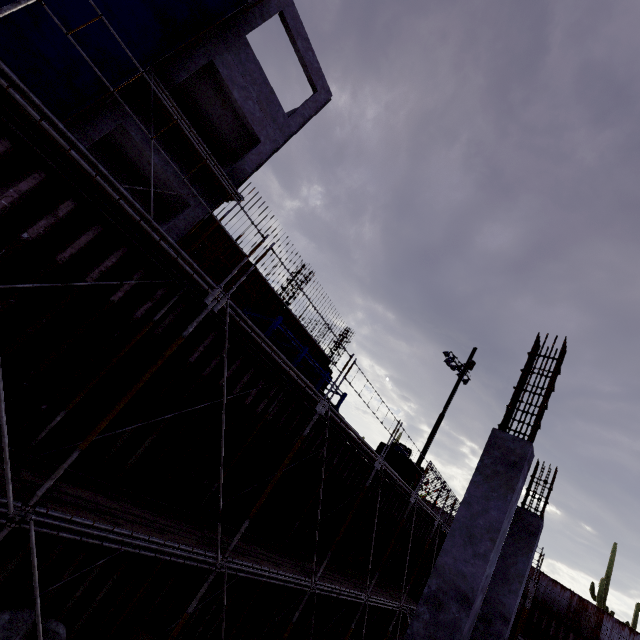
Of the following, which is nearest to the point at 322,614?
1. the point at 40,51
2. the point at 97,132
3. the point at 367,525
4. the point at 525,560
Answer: the point at 367,525

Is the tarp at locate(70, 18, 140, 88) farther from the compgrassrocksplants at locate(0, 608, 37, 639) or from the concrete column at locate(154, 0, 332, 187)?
the compgrassrocksplants at locate(0, 608, 37, 639)

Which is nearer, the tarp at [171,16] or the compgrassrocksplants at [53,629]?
the compgrassrocksplants at [53,629]

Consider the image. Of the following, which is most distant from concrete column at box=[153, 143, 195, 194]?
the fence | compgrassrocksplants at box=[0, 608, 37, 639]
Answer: the fence

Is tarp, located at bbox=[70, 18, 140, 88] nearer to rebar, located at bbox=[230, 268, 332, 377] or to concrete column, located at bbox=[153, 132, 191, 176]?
concrete column, located at bbox=[153, 132, 191, 176]

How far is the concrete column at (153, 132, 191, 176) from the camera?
10.3 meters

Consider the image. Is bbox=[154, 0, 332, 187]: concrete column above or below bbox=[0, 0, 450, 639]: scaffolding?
above

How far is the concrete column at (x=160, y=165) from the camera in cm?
1030
